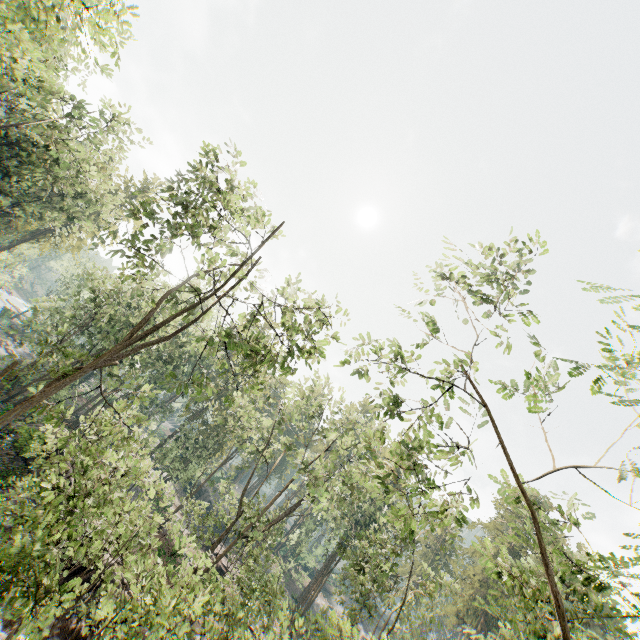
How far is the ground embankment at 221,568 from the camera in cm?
2834

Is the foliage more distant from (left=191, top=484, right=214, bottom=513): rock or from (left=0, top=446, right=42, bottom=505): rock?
(left=191, top=484, right=214, bottom=513): rock

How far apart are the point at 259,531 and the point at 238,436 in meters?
8.1

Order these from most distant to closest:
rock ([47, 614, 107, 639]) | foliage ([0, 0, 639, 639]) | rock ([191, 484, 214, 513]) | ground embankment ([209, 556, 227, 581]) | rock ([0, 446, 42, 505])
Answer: rock ([191, 484, 214, 513]) → ground embankment ([209, 556, 227, 581]) → rock ([0, 446, 42, 505]) → rock ([47, 614, 107, 639]) → foliage ([0, 0, 639, 639])

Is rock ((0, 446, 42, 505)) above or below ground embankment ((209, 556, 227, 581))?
below

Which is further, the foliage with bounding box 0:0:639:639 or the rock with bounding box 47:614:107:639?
the rock with bounding box 47:614:107:639

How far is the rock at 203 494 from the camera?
53.5 meters
